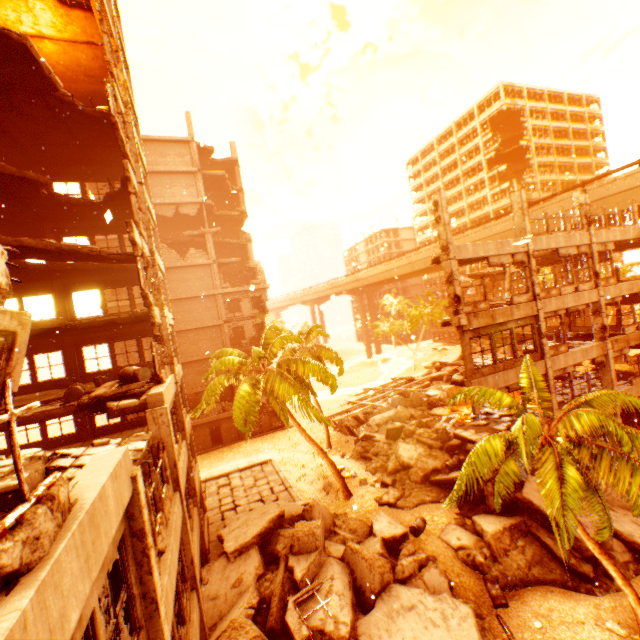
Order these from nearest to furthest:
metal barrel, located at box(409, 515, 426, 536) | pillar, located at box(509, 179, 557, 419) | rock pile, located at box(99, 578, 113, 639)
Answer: rock pile, located at box(99, 578, 113, 639)
metal barrel, located at box(409, 515, 426, 536)
pillar, located at box(509, 179, 557, 419)

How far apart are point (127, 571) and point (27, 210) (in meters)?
17.52

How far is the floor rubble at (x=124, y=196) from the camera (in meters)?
14.19

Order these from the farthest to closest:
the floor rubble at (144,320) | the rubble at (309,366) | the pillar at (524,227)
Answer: the rubble at (309,366) < the pillar at (524,227) < the floor rubble at (144,320)

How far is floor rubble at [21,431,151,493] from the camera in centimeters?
528cm

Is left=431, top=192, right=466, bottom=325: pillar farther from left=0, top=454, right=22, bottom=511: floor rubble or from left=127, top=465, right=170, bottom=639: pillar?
left=127, top=465, right=170, bottom=639: pillar

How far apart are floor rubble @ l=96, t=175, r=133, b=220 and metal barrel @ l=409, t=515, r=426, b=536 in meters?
20.2

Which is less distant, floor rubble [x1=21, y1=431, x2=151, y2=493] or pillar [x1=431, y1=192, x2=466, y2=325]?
floor rubble [x1=21, y1=431, x2=151, y2=493]
